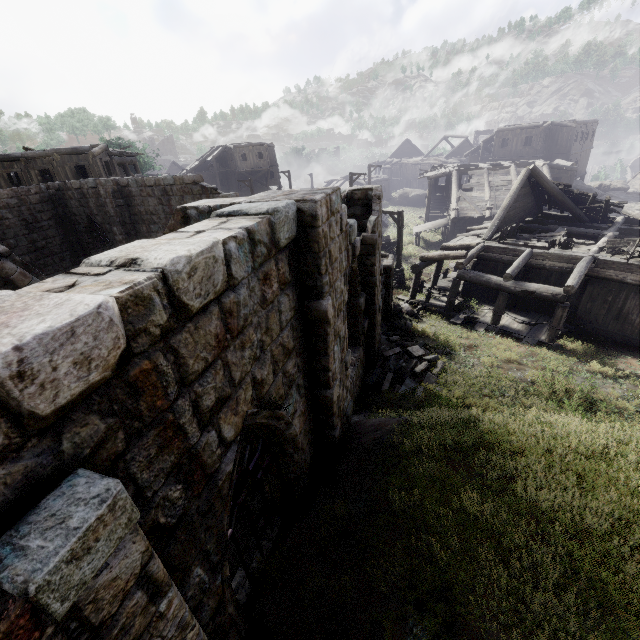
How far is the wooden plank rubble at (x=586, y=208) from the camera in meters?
17.0 m

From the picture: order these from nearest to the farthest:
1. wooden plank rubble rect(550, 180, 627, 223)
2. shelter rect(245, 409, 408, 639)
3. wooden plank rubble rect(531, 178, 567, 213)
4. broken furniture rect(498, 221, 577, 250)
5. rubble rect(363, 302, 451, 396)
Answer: shelter rect(245, 409, 408, 639) < rubble rect(363, 302, 451, 396) < broken furniture rect(498, 221, 577, 250) < wooden plank rubble rect(550, 180, 627, 223) < wooden plank rubble rect(531, 178, 567, 213)

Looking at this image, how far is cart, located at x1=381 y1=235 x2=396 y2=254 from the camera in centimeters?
2639cm

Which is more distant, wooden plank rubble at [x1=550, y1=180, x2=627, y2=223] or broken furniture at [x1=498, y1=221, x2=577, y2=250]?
wooden plank rubble at [x1=550, y1=180, x2=627, y2=223]

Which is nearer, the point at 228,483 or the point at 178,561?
the point at 178,561

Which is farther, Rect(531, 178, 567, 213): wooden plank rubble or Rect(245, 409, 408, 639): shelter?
Rect(531, 178, 567, 213): wooden plank rubble

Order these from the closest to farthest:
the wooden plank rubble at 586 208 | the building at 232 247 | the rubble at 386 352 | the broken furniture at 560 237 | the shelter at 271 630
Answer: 1. the building at 232 247
2. the shelter at 271 630
3. the rubble at 386 352
4. the broken furniture at 560 237
5. the wooden plank rubble at 586 208

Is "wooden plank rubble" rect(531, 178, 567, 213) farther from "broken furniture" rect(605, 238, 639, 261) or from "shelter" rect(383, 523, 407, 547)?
"shelter" rect(383, 523, 407, 547)
